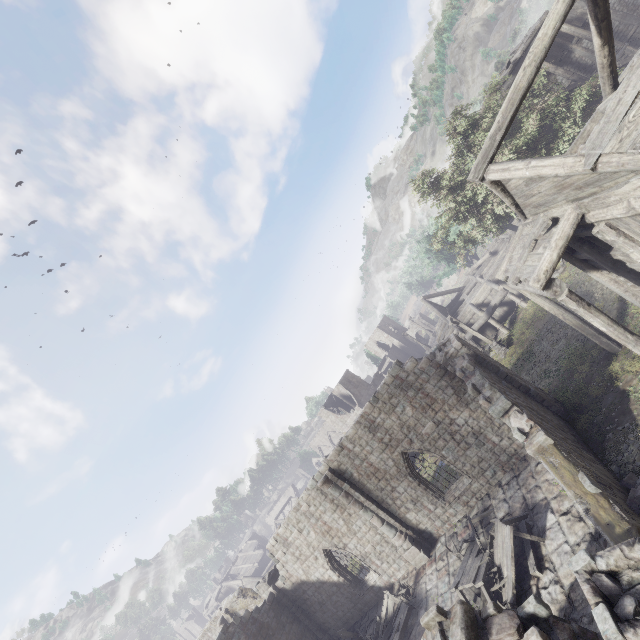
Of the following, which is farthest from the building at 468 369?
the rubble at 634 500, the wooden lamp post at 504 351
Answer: the wooden lamp post at 504 351

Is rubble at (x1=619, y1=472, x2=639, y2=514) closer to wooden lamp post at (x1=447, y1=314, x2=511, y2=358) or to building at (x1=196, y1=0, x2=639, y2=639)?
building at (x1=196, y1=0, x2=639, y2=639)

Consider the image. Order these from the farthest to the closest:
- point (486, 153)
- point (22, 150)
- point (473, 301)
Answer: point (22, 150) < point (473, 301) < point (486, 153)

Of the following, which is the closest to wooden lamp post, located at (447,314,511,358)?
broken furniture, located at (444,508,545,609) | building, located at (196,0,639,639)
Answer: building, located at (196,0,639,639)

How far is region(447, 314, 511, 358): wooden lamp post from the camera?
22.7m

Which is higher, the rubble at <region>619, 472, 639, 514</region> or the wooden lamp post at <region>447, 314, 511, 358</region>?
the rubble at <region>619, 472, 639, 514</region>

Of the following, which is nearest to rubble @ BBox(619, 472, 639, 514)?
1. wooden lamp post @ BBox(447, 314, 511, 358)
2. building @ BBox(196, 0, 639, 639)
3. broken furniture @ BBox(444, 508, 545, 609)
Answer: building @ BBox(196, 0, 639, 639)

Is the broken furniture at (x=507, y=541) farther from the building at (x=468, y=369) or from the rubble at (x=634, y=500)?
the rubble at (x=634, y=500)
